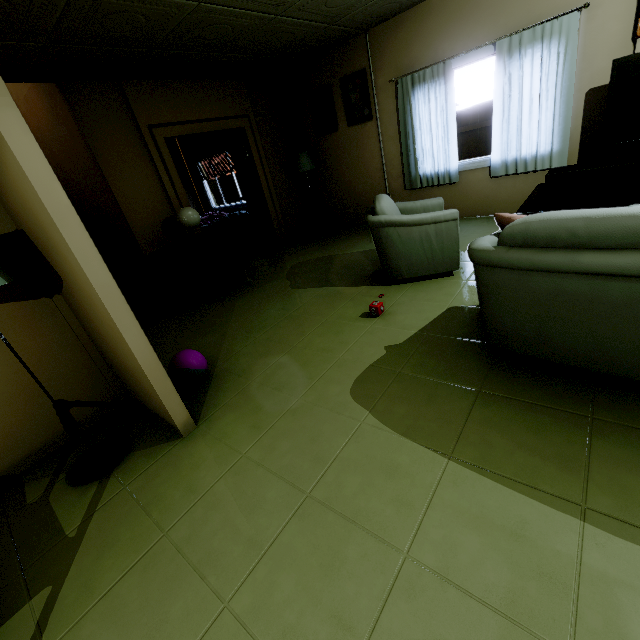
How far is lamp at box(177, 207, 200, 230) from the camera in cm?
430

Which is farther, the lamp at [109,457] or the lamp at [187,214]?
the lamp at [187,214]

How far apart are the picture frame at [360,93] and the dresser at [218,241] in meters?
2.9

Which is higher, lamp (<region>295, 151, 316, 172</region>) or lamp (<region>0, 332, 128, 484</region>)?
lamp (<region>295, 151, 316, 172</region>)

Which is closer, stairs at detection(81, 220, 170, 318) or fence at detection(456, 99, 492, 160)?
stairs at detection(81, 220, 170, 318)

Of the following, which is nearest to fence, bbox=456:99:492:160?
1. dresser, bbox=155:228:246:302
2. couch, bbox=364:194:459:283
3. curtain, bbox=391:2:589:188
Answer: curtain, bbox=391:2:589:188

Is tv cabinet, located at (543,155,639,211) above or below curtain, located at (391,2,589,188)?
below

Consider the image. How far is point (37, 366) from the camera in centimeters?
218cm
